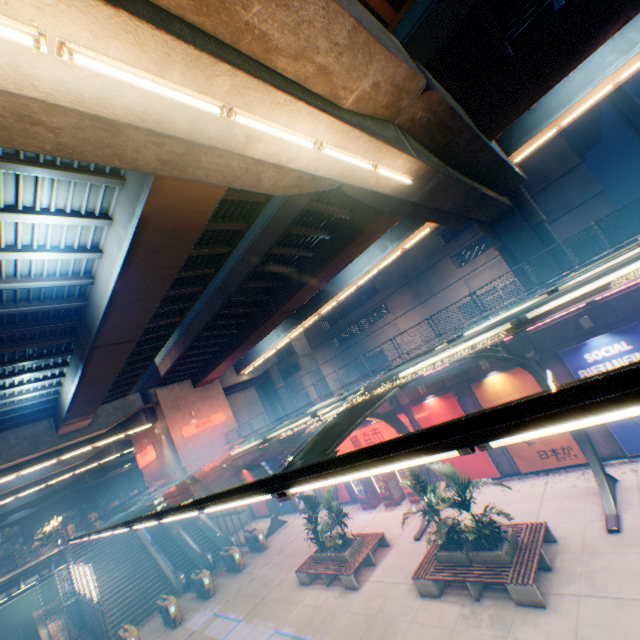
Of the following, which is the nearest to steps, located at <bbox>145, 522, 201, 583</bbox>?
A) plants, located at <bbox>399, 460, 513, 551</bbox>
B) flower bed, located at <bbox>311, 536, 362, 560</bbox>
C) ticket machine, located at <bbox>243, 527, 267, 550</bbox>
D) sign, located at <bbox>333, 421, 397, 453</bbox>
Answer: ticket machine, located at <bbox>243, 527, 267, 550</bbox>

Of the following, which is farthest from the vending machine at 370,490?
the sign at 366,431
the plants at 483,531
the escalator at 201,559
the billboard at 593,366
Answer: the escalator at 201,559

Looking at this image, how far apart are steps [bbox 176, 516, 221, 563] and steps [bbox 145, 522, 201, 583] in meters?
0.4 m

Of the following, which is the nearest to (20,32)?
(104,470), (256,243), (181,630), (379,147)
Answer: (379,147)

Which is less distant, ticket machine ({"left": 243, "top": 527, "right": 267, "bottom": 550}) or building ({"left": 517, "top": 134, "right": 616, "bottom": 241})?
ticket machine ({"left": 243, "top": 527, "right": 267, "bottom": 550})

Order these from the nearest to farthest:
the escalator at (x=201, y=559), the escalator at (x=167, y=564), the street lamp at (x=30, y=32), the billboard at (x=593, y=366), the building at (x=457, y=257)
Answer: the street lamp at (x=30, y=32) → the billboard at (x=593, y=366) → the escalator at (x=167, y=564) → the escalator at (x=201, y=559) → the building at (x=457, y=257)

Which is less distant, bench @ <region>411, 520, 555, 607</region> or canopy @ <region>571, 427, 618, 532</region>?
bench @ <region>411, 520, 555, 607</region>

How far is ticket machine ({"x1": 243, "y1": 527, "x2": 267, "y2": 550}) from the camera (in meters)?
21.50
